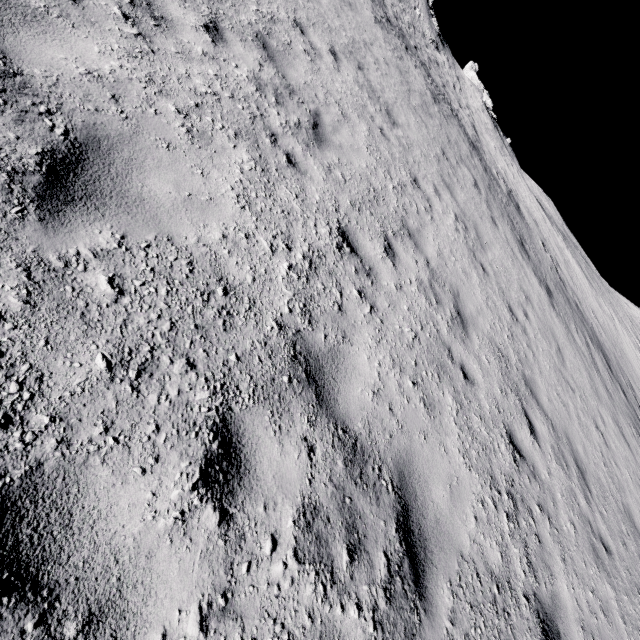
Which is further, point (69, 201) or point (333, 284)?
point (333, 284)
